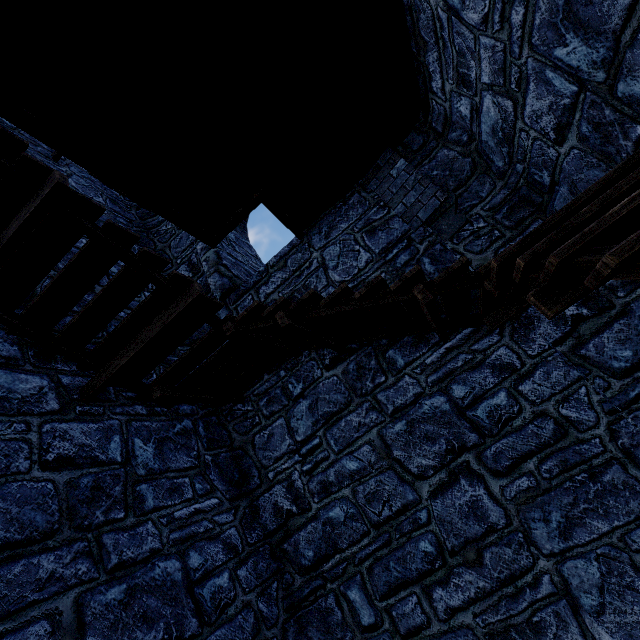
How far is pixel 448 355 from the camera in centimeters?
435cm
